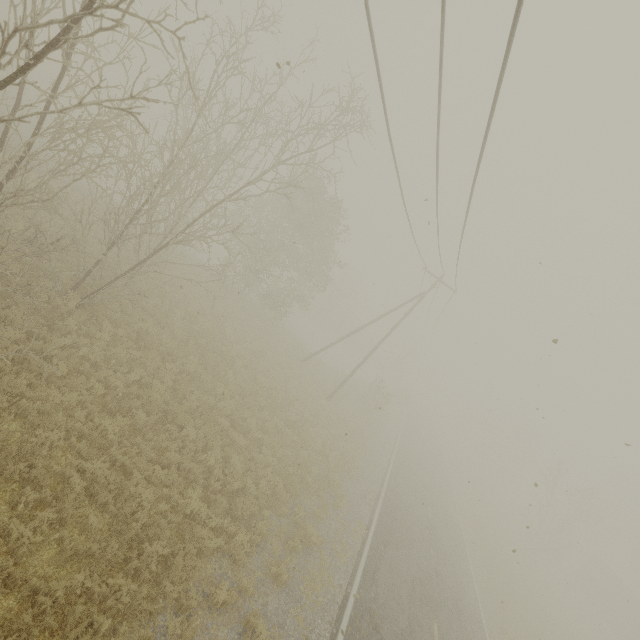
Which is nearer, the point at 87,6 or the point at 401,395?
the point at 87,6
